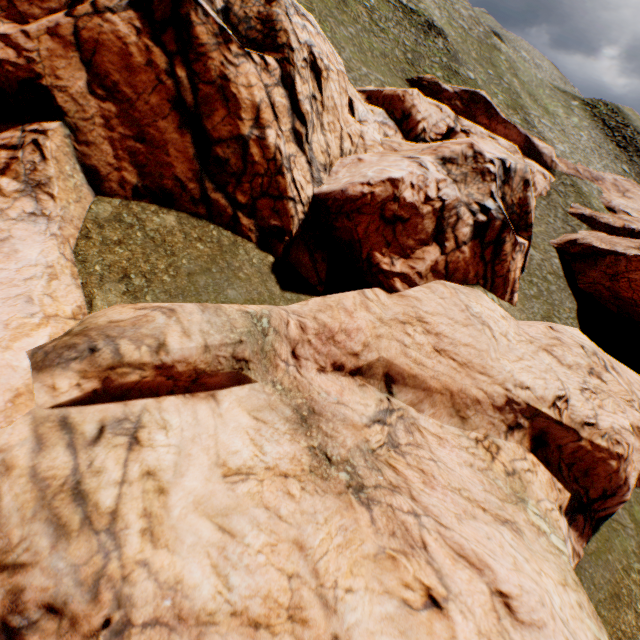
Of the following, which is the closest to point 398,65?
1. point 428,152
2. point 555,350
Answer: point 428,152
